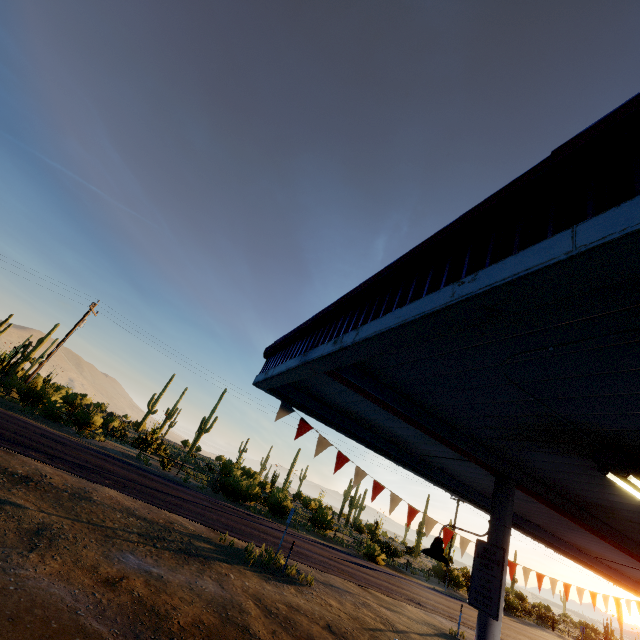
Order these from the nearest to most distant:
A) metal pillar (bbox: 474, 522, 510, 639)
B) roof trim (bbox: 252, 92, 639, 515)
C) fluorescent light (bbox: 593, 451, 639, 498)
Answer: roof trim (bbox: 252, 92, 639, 515) → fluorescent light (bbox: 593, 451, 639, 498) → metal pillar (bbox: 474, 522, 510, 639)

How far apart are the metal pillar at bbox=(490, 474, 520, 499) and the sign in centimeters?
2cm

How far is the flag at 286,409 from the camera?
5.9 meters

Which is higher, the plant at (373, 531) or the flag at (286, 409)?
the flag at (286, 409)

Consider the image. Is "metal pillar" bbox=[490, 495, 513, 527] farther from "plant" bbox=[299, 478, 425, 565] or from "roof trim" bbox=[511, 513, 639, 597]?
"plant" bbox=[299, 478, 425, 565]

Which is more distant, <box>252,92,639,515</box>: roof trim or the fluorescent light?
the fluorescent light

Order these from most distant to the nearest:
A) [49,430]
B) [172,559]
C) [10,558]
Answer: [49,430]
[172,559]
[10,558]

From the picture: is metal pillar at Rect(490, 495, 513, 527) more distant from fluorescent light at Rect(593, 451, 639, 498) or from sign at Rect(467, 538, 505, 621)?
fluorescent light at Rect(593, 451, 639, 498)
